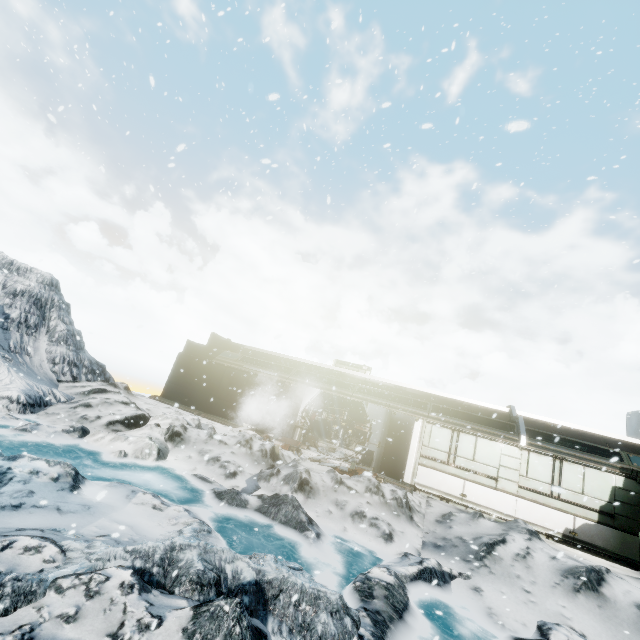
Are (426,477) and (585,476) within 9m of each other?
yes

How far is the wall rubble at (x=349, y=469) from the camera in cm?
1232

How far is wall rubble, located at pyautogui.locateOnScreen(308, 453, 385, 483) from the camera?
12.3m
